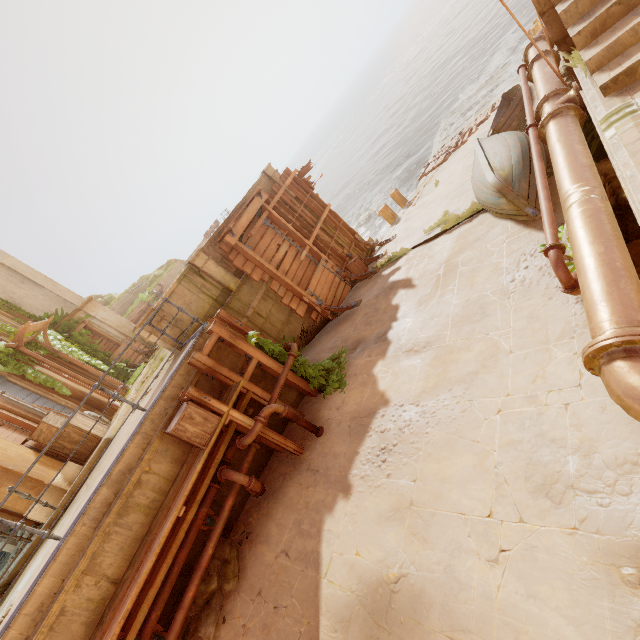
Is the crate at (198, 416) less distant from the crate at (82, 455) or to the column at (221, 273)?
the column at (221, 273)

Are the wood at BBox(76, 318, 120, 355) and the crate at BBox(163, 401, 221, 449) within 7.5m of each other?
no

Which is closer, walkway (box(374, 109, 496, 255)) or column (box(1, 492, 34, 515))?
column (box(1, 492, 34, 515))

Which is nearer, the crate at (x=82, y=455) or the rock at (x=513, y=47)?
the crate at (x=82, y=455)

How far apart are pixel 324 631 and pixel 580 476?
3.50m

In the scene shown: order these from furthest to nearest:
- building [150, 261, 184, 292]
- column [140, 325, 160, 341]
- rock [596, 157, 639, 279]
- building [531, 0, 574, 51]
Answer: building [150, 261, 184, 292], column [140, 325, 160, 341], building [531, 0, 574, 51], rock [596, 157, 639, 279]

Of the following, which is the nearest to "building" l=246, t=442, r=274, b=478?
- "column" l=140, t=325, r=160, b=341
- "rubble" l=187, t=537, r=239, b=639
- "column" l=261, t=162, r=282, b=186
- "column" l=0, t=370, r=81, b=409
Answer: "rubble" l=187, t=537, r=239, b=639

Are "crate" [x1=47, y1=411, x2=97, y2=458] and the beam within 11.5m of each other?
no
